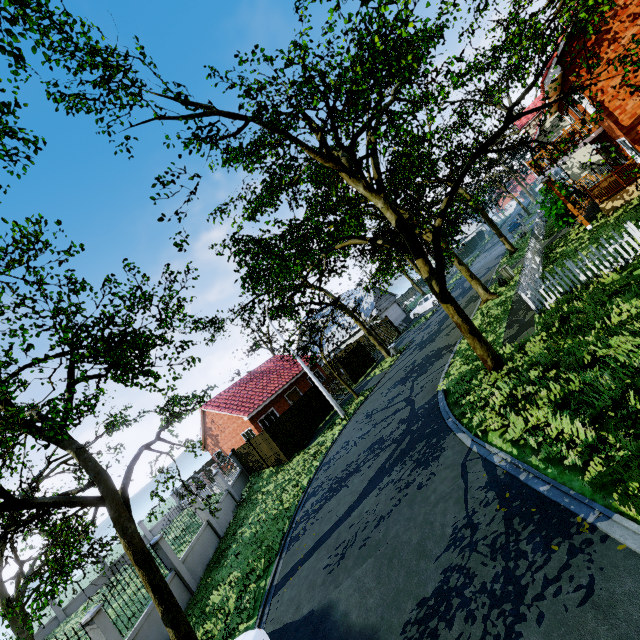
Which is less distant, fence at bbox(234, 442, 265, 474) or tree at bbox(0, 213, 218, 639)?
tree at bbox(0, 213, 218, 639)

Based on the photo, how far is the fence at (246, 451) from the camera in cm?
2202

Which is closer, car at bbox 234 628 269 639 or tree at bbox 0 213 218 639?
car at bbox 234 628 269 639

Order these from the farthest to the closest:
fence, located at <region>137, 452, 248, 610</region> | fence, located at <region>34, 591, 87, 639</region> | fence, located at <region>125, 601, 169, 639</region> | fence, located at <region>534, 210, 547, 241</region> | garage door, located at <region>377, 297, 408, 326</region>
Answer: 1. garage door, located at <region>377, 297, 408, 326</region>
2. fence, located at <region>34, 591, 87, 639</region>
3. fence, located at <region>534, 210, 547, 241</region>
4. fence, located at <region>137, 452, 248, 610</region>
5. fence, located at <region>125, 601, 169, 639</region>

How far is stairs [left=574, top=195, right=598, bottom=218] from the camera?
18.73m

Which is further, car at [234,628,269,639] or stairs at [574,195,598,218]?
stairs at [574,195,598,218]

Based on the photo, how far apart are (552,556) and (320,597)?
5.1 meters

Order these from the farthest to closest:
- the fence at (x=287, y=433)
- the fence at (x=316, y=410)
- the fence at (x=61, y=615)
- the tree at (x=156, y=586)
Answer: the fence at (x=61, y=615)
the fence at (x=316, y=410)
the fence at (x=287, y=433)
the tree at (x=156, y=586)
